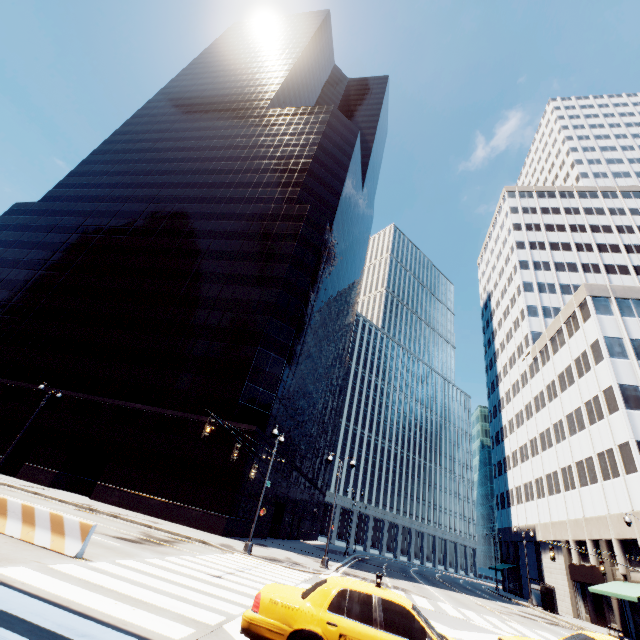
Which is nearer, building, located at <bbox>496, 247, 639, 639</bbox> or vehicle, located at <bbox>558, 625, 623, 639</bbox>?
vehicle, located at <bbox>558, 625, 623, 639</bbox>

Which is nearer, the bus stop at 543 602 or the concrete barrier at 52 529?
the concrete barrier at 52 529

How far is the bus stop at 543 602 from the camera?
32.5 meters

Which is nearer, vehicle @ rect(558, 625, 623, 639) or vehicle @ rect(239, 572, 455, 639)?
vehicle @ rect(239, 572, 455, 639)

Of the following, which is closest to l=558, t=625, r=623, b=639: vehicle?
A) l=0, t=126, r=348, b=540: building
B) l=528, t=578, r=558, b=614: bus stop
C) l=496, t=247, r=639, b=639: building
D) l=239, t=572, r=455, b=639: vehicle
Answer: l=239, t=572, r=455, b=639: vehicle

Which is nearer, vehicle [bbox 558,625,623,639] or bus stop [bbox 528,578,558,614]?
vehicle [bbox 558,625,623,639]

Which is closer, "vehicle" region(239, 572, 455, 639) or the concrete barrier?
"vehicle" region(239, 572, 455, 639)

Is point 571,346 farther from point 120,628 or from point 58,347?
point 58,347
